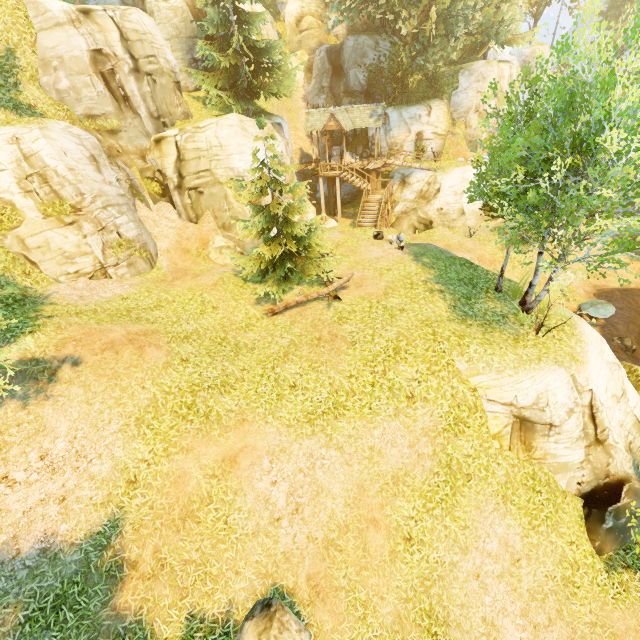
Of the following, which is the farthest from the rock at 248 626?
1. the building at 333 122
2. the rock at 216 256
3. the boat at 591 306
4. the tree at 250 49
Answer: the building at 333 122

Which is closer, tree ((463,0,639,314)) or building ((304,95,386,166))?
tree ((463,0,639,314))

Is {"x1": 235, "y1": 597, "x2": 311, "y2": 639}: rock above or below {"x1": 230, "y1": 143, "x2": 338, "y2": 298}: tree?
below

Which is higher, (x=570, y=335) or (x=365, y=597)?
(x=570, y=335)

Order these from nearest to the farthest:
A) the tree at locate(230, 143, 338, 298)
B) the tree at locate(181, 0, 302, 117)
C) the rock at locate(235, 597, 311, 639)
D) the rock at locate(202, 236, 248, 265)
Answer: the rock at locate(235, 597, 311, 639) < the tree at locate(230, 143, 338, 298) < the rock at locate(202, 236, 248, 265) < the tree at locate(181, 0, 302, 117)

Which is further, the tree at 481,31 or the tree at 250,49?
the tree at 481,31

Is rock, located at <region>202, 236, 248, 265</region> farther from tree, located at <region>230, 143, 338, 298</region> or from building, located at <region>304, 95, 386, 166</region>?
building, located at <region>304, 95, 386, 166</region>

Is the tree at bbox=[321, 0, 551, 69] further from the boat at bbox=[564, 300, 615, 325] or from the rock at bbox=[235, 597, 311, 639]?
the boat at bbox=[564, 300, 615, 325]
